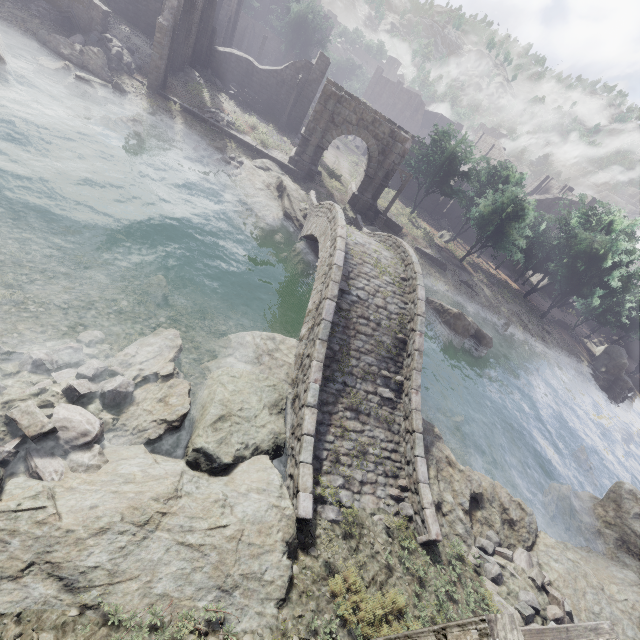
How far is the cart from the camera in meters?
27.9 m

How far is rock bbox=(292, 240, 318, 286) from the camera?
17.9m

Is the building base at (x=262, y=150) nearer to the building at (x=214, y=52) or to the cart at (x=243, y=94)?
the cart at (x=243, y=94)

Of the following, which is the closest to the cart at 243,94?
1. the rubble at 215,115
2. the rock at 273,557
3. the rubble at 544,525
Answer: the rubble at 215,115

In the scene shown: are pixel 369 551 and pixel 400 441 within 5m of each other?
yes

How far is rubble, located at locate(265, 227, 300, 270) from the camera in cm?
1800

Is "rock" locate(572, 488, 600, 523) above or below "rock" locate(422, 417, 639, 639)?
below

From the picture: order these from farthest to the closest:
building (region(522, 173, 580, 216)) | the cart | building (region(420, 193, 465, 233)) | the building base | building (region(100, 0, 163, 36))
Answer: building (region(522, 173, 580, 216))
building (region(420, 193, 465, 233))
the cart
building (region(100, 0, 163, 36))
the building base
